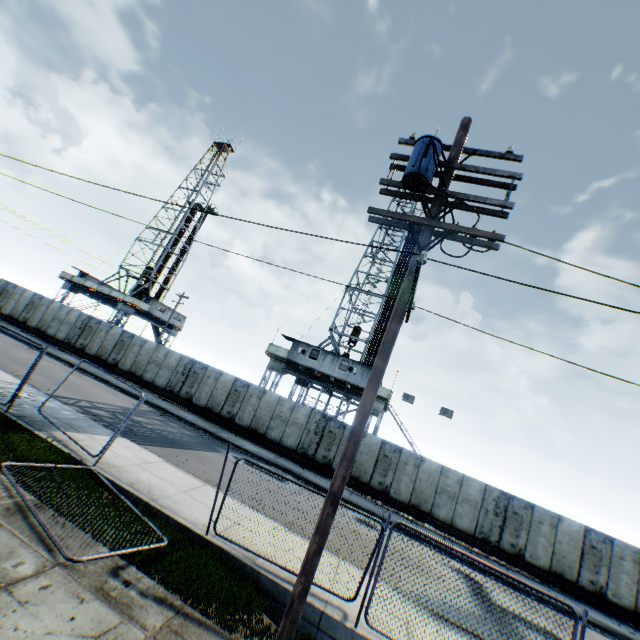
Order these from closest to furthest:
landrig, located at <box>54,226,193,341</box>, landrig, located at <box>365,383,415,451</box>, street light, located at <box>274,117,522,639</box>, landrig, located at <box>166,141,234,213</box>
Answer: street light, located at <box>274,117,522,639</box> → landrig, located at <box>365,383,415,451</box> → landrig, located at <box>54,226,193,341</box> → landrig, located at <box>166,141,234,213</box>

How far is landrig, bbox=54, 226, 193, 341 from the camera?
38.50m

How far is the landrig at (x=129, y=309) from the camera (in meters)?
38.50

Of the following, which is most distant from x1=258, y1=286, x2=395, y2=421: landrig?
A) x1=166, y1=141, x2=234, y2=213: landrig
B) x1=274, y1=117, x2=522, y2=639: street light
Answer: x1=166, y1=141, x2=234, y2=213: landrig

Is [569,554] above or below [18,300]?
below

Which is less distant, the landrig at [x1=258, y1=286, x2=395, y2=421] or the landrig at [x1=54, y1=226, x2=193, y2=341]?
the landrig at [x1=258, y1=286, x2=395, y2=421]

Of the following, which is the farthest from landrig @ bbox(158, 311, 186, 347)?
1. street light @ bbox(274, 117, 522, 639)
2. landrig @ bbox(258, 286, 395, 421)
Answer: street light @ bbox(274, 117, 522, 639)

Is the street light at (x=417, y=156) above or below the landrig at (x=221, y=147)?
below
